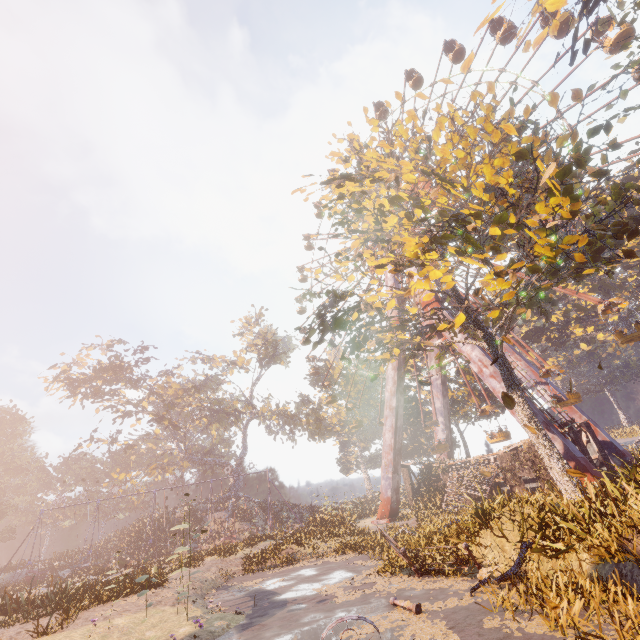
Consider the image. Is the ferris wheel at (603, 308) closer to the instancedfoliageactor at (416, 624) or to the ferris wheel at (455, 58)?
the ferris wheel at (455, 58)

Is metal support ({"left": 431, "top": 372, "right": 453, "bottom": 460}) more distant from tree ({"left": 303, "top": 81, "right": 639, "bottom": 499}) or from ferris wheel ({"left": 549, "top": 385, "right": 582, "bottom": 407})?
tree ({"left": 303, "top": 81, "right": 639, "bottom": 499})

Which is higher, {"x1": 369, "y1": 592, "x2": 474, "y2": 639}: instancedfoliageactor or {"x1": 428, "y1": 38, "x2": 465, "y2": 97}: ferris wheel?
{"x1": 428, "y1": 38, "x2": 465, "y2": 97}: ferris wheel

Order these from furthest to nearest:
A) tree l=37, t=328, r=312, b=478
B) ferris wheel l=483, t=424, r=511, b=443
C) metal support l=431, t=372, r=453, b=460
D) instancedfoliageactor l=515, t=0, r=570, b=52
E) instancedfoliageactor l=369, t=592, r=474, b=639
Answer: tree l=37, t=328, r=312, b=478 → metal support l=431, t=372, r=453, b=460 → ferris wheel l=483, t=424, r=511, b=443 → instancedfoliageactor l=515, t=0, r=570, b=52 → instancedfoliageactor l=369, t=592, r=474, b=639

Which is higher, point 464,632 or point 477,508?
point 477,508

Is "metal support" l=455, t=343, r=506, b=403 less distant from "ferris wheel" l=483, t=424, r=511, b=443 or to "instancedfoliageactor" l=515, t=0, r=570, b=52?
"ferris wheel" l=483, t=424, r=511, b=443

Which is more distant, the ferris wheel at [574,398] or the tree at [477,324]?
the ferris wheel at [574,398]

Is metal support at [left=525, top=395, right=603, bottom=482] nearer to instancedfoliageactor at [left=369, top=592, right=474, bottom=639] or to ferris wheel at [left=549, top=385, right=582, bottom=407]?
ferris wheel at [left=549, top=385, right=582, bottom=407]
